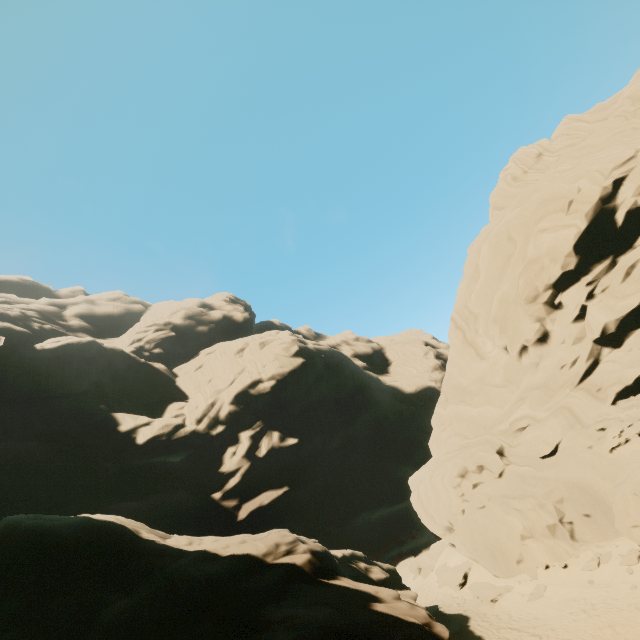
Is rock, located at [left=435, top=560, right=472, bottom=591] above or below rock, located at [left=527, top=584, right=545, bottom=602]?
above

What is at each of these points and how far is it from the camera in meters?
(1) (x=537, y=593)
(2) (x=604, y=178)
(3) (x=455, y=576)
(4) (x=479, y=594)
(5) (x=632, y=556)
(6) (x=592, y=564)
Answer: (1) rock, 15.2 m
(2) rock, 20.1 m
(3) rock, 20.4 m
(4) rock, 17.4 m
(5) rock, 13.3 m
(6) rock, 14.5 m

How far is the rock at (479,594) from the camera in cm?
1664

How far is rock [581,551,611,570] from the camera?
14.3 meters
